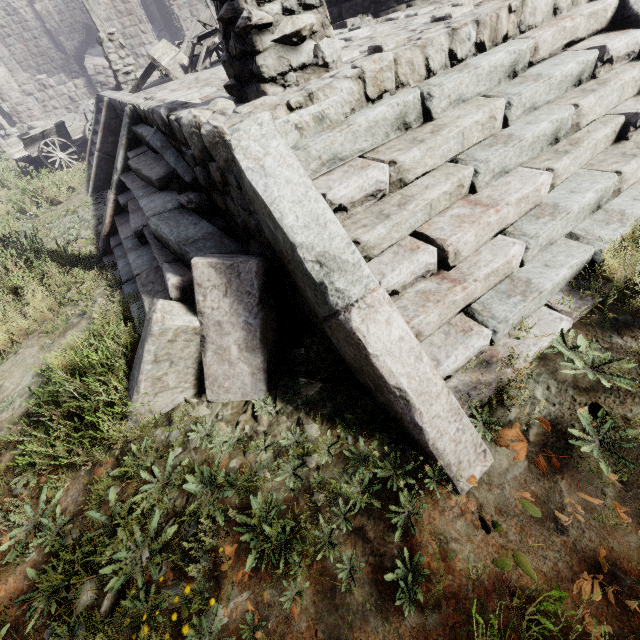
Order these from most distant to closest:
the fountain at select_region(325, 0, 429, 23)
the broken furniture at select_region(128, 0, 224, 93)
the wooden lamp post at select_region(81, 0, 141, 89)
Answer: the wooden lamp post at select_region(81, 0, 141, 89) → the broken furniture at select_region(128, 0, 224, 93) → the fountain at select_region(325, 0, 429, 23)

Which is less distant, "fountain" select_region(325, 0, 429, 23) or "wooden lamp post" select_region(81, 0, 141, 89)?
"fountain" select_region(325, 0, 429, 23)

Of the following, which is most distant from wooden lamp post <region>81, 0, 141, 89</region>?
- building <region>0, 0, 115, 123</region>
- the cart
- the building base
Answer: building <region>0, 0, 115, 123</region>

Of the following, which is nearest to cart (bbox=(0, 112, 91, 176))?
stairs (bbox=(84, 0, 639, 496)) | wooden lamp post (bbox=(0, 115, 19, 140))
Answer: stairs (bbox=(84, 0, 639, 496))

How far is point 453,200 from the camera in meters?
2.3

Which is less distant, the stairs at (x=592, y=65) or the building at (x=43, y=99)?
the stairs at (x=592, y=65)

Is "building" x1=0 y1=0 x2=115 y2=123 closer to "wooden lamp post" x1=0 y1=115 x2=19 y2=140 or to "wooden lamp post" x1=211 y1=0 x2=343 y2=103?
"wooden lamp post" x1=0 y1=115 x2=19 y2=140

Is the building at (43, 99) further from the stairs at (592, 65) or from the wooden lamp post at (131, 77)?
the wooden lamp post at (131, 77)
